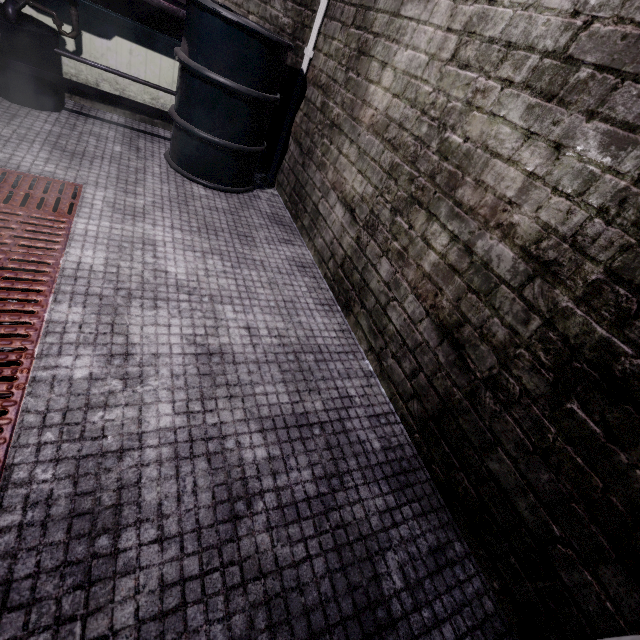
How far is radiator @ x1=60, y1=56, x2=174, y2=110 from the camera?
2.5 meters

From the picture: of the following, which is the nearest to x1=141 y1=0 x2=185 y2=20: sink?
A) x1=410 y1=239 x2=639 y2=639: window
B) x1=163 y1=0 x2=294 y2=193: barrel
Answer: x1=163 y1=0 x2=294 y2=193: barrel

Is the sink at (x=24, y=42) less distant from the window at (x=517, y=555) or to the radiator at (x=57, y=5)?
the radiator at (x=57, y=5)

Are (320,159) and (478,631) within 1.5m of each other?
no

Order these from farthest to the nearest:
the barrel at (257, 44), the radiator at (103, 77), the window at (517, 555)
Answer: the radiator at (103, 77) → the barrel at (257, 44) → the window at (517, 555)

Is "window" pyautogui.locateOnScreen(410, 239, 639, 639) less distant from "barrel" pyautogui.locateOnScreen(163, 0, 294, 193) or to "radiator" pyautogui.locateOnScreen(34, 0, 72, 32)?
"barrel" pyautogui.locateOnScreen(163, 0, 294, 193)

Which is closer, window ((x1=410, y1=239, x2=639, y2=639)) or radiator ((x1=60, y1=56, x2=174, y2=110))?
window ((x1=410, y1=239, x2=639, y2=639))

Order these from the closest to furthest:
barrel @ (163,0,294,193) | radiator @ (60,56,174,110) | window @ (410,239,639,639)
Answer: window @ (410,239,639,639)
barrel @ (163,0,294,193)
radiator @ (60,56,174,110)
